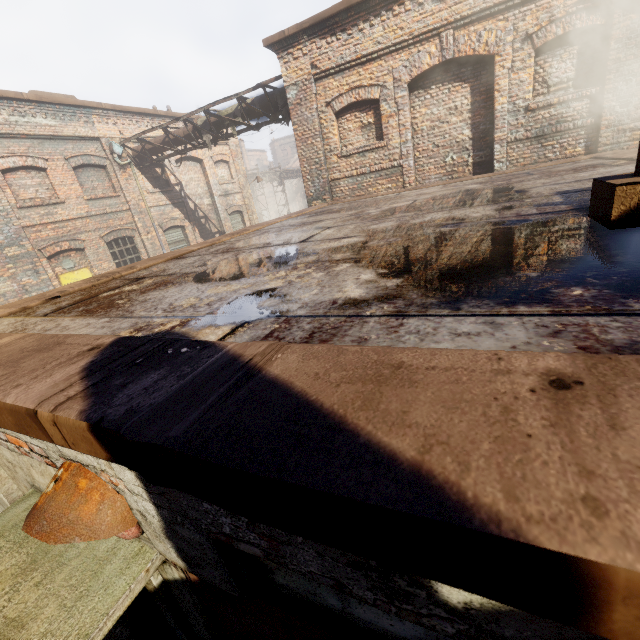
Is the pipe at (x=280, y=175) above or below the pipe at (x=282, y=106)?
below

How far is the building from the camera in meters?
8.5

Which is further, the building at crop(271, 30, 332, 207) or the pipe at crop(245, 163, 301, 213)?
the pipe at crop(245, 163, 301, 213)

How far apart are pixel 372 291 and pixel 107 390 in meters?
1.2

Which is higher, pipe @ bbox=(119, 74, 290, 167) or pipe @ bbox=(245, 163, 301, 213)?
pipe @ bbox=(119, 74, 290, 167)

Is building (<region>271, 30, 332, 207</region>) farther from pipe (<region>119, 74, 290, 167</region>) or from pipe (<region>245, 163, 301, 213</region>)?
pipe (<region>245, 163, 301, 213</region>)

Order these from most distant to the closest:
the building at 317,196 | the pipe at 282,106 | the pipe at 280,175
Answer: the pipe at 280,175
the pipe at 282,106
the building at 317,196

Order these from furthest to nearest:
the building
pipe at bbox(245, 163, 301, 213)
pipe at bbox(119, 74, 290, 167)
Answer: pipe at bbox(245, 163, 301, 213)
pipe at bbox(119, 74, 290, 167)
the building
